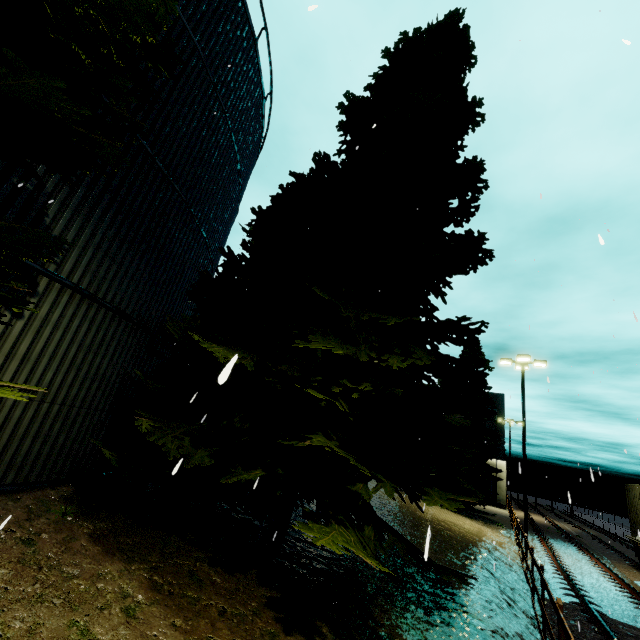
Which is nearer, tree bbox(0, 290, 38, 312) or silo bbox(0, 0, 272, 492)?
tree bbox(0, 290, 38, 312)

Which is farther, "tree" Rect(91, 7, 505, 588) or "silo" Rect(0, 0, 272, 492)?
"tree" Rect(91, 7, 505, 588)

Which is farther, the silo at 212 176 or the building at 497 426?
the building at 497 426

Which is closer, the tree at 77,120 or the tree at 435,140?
the tree at 77,120

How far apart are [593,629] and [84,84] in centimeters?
Answer: 1322cm

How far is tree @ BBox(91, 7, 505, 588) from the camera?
5.24m

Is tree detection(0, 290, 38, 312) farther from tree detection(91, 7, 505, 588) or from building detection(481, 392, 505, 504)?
building detection(481, 392, 505, 504)

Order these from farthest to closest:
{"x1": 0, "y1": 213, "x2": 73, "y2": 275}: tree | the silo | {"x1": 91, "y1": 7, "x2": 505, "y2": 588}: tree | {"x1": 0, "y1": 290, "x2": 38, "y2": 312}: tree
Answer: {"x1": 91, "y1": 7, "x2": 505, "y2": 588}: tree → the silo → {"x1": 0, "y1": 290, "x2": 38, "y2": 312}: tree → {"x1": 0, "y1": 213, "x2": 73, "y2": 275}: tree
